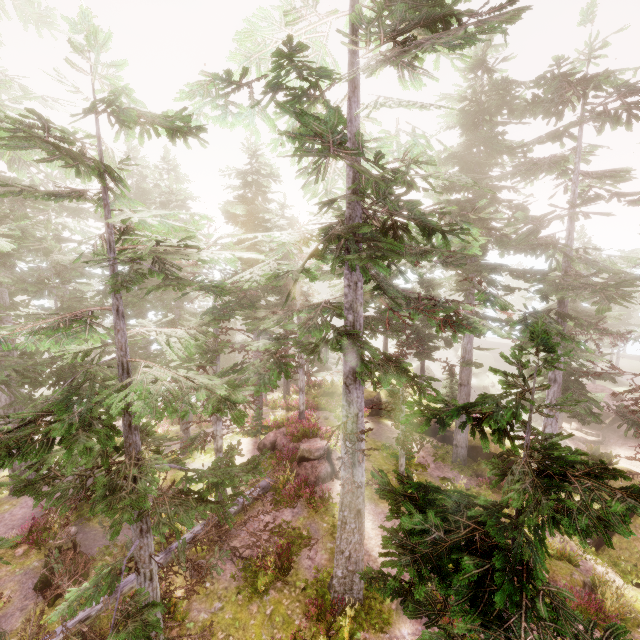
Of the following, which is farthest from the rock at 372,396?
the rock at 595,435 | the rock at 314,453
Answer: the rock at 595,435

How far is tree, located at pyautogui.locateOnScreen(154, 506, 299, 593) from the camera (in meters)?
9.40

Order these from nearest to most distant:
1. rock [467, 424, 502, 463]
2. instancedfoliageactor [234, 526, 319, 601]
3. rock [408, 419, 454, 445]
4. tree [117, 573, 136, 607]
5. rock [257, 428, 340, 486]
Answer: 1. tree [117, 573, 136, 607]
2. instancedfoliageactor [234, 526, 319, 601]
3. rock [257, 428, 340, 486]
4. rock [467, 424, 502, 463]
5. rock [408, 419, 454, 445]

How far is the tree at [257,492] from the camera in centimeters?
1120cm

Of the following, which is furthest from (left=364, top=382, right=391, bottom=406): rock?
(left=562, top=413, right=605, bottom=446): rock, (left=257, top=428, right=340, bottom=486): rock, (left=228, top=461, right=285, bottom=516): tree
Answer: (left=228, top=461, right=285, bottom=516): tree

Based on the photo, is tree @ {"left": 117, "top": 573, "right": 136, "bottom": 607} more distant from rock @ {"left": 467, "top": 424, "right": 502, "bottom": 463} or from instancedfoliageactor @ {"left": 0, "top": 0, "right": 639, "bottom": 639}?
rock @ {"left": 467, "top": 424, "right": 502, "bottom": 463}

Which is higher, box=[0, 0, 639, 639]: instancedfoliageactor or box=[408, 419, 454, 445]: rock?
box=[0, 0, 639, 639]: instancedfoliageactor

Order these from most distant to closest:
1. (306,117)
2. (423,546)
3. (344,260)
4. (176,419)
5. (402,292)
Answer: (176,419)
(402,292)
(344,260)
(306,117)
(423,546)
